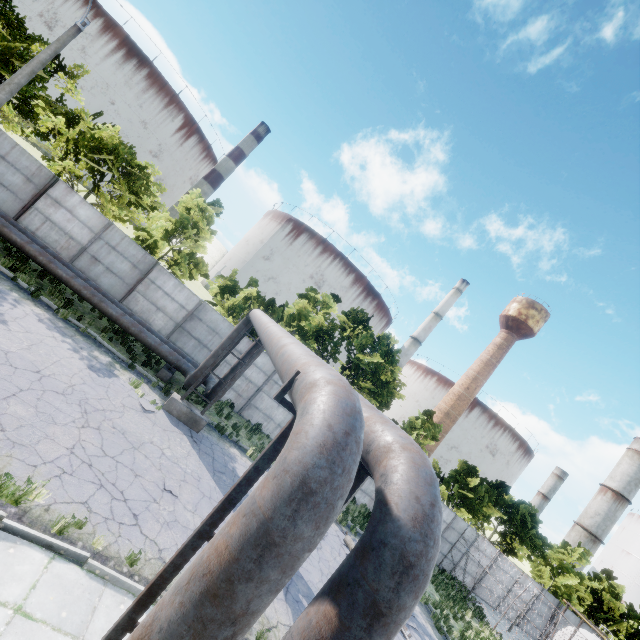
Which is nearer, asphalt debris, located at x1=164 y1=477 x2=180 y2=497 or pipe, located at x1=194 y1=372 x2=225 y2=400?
asphalt debris, located at x1=164 y1=477 x2=180 y2=497

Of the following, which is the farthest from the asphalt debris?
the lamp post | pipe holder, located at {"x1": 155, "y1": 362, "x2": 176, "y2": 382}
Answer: the lamp post

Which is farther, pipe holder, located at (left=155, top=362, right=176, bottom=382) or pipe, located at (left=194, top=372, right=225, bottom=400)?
pipe holder, located at (left=155, top=362, right=176, bottom=382)

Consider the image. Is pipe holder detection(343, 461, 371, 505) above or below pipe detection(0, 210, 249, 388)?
above

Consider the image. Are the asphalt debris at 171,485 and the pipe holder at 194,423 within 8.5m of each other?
yes

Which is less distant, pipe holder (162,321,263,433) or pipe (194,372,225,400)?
Result: pipe holder (162,321,263,433)

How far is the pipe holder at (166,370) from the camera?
14.6 meters

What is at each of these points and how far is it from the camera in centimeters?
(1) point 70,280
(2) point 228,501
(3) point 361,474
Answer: (1) pipe, 1339cm
(2) pipe holder, 325cm
(3) pipe holder, 362cm
